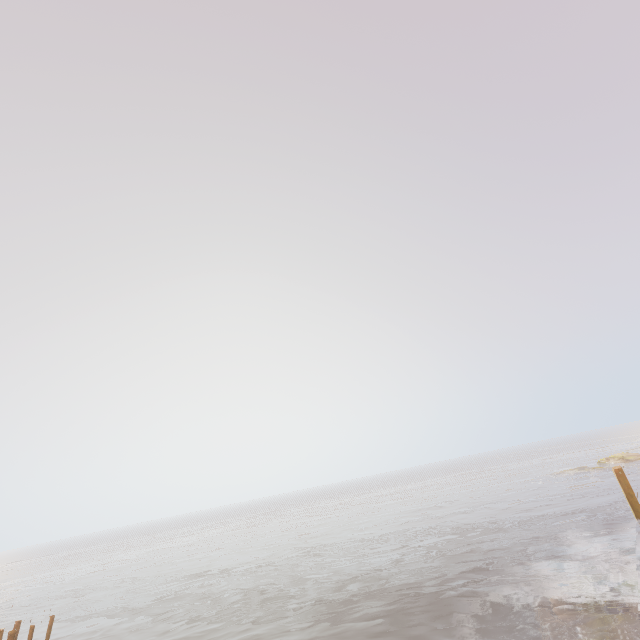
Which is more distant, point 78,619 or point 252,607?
point 78,619

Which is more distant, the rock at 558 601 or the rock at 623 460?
the rock at 623 460

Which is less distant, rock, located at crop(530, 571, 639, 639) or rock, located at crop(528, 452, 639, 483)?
rock, located at crop(530, 571, 639, 639)
